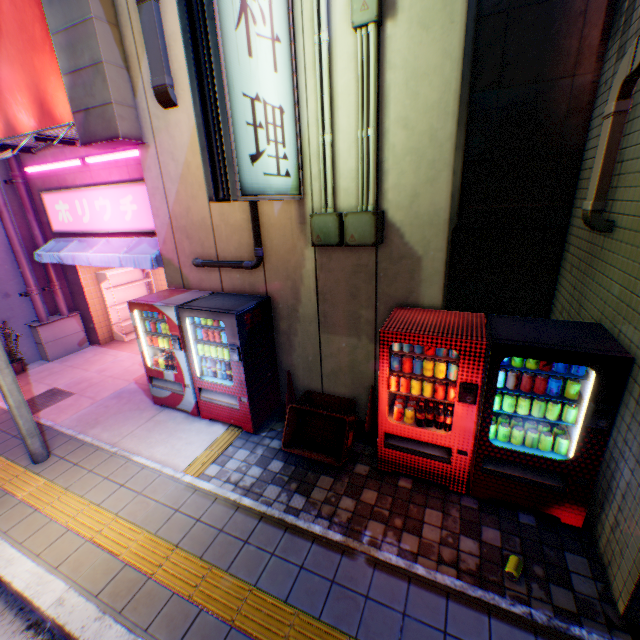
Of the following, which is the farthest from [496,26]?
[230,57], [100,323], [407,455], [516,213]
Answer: [100,323]

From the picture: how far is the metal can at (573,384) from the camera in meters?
3.2

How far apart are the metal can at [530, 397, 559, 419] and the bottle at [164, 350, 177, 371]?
4.8m

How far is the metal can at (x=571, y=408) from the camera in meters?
3.2

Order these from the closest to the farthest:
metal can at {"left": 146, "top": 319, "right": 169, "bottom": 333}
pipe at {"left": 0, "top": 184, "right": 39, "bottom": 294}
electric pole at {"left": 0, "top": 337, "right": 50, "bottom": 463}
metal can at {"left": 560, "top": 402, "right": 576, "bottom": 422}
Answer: metal can at {"left": 560, "top": 402, "right": 576, "bottom": 422} < electric pole at {"left": 0, "top": 337, "right": 50, "bottom": 463} < metal can at {"left": 146, "top": 319, "right": 169, "bottom": 333} < pipe at {"left": 0, "top": 184, "right": 39, "bottom": 294}

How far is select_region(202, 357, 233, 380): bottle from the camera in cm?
521

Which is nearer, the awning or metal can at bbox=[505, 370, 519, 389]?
metal can at bbox=[505, 370, 519, 389]

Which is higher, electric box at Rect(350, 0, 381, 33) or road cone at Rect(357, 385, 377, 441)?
electric box at Rect(350, 0, 381, 33)
